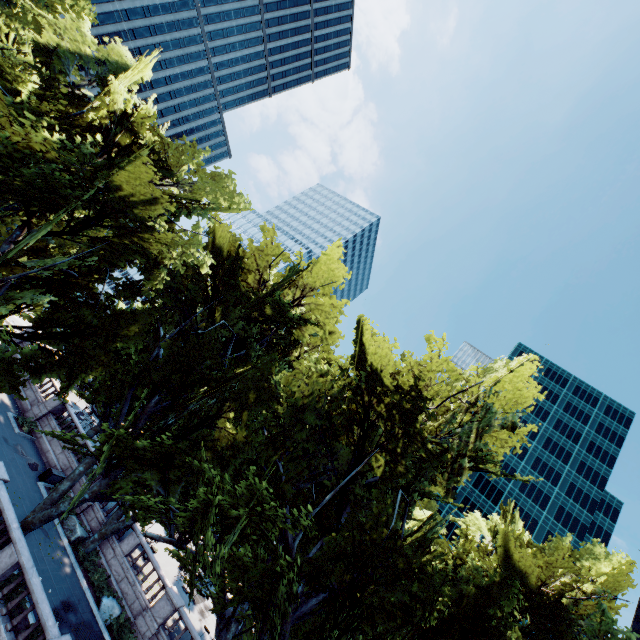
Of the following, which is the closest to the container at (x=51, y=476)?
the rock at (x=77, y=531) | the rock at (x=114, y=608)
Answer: the rock at (x=77, y=531)

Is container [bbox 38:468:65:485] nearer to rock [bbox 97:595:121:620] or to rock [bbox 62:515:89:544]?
rock [bbox 62:515:89:544]

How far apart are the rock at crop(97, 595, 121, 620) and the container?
9.33m

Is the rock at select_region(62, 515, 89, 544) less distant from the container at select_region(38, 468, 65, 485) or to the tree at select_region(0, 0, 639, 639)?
the tree at select_region(0, 0, 639, 639)

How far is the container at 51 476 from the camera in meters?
24.1

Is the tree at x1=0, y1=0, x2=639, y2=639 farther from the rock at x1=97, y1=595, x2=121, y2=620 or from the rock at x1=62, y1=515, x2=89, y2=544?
the rock at x1=97, y1=595, x2=121, y2=620

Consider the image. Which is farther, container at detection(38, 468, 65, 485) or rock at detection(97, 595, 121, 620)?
container at detection(38, 468, 65, 485)

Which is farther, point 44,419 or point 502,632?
point 44,419
